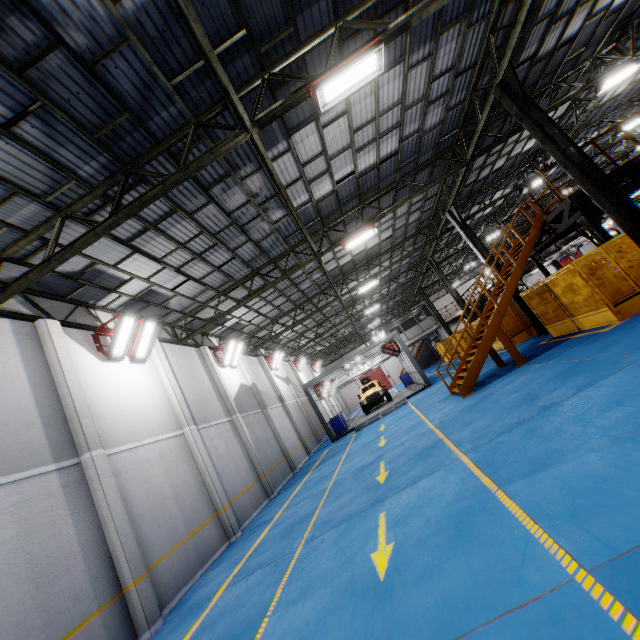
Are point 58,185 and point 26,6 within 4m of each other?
yes

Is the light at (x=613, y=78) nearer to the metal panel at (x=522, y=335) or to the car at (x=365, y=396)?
the metal panel at (x=522, y=335)

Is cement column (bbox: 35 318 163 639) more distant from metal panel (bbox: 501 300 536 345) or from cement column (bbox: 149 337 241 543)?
metal panel (bbox: 501 300 536 345)

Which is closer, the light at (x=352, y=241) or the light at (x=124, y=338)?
the light at (x=124, y=338)

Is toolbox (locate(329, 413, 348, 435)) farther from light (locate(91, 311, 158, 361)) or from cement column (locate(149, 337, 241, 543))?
light (locate(91, 311, 158, 361))

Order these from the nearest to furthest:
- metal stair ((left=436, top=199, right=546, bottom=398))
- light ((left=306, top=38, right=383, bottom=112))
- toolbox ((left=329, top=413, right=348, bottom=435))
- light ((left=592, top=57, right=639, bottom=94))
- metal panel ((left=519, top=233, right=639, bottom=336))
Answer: light ((left=306, top=38, right=383, bottom=112)) < metal panel ((left=519, top=233, right=639, bottom=336)) < metal stair ((left=436, top=199, right=546, bottom=398)) < light ((left=592, top=57, right=639, bottom=94)) < toolbox ((left=329, top=413, right=348, bottom=435))

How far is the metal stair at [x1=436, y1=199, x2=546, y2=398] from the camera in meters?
12.0 m

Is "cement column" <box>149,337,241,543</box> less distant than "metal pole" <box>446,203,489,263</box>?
Yes
